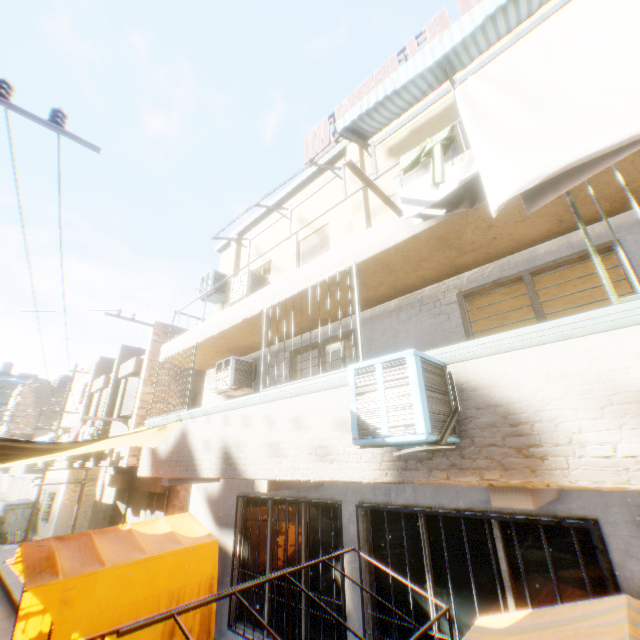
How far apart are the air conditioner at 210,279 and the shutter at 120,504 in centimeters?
930cm

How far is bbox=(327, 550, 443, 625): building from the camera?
4.4m

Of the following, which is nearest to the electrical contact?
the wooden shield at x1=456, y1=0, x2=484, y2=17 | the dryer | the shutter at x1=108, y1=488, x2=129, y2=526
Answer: the dryer

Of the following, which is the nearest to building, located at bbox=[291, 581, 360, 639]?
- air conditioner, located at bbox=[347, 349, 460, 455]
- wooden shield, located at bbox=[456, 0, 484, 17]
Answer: air conditioner, located at bbox=[347, 349, 460, 455]

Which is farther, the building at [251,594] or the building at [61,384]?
the building at [61,384]

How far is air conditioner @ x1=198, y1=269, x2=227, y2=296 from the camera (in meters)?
10.27

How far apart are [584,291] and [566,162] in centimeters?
601cm

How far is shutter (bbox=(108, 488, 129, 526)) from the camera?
13.3m
